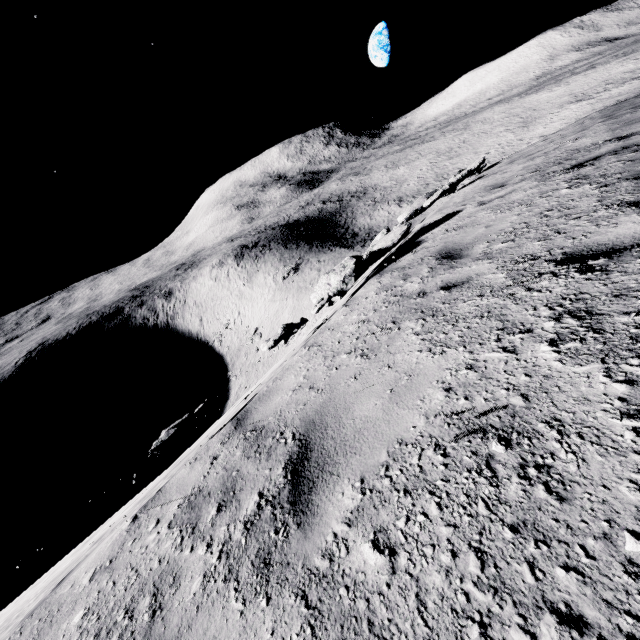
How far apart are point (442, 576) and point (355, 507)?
0.62m
